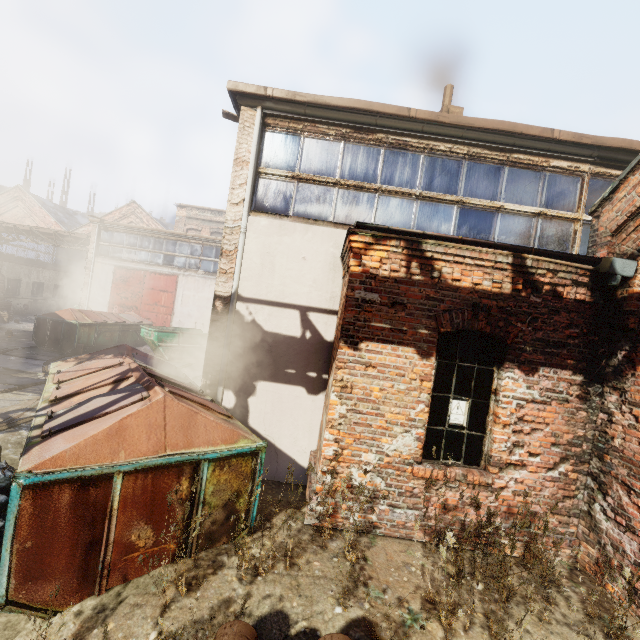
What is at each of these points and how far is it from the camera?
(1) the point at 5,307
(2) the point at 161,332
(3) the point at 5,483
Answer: (1) pallet, 20.1 meters
(2) container, 14.4 meters
(3) trash bag, 3.5 meters

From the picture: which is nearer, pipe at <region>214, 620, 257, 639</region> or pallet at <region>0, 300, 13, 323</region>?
pipe at <region>214, 620, 257, 639</region>

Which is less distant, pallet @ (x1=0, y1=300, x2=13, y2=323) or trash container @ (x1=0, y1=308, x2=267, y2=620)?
trash container @ (x1=0, y1=308, x2=267, y2=620)

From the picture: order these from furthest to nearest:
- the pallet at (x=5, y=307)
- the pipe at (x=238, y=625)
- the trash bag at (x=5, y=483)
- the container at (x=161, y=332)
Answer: the pallet at (x=5, y=307), the container at (x=161, y=332), the trash bag at (x=5, y=483), the pipe at (x=238, y=625)

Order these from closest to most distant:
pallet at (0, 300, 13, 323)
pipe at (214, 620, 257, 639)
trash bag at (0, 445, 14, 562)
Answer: pipe at (214, 620, 257, 639) → trash bag at (0, 445, 14, 562) → pallet at (0, 300, 13, 323)

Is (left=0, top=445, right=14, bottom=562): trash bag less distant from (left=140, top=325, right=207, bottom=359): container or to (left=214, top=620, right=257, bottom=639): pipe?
(left=214, top=620, right=257, bottom=639): pipe

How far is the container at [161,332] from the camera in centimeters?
1444cm
